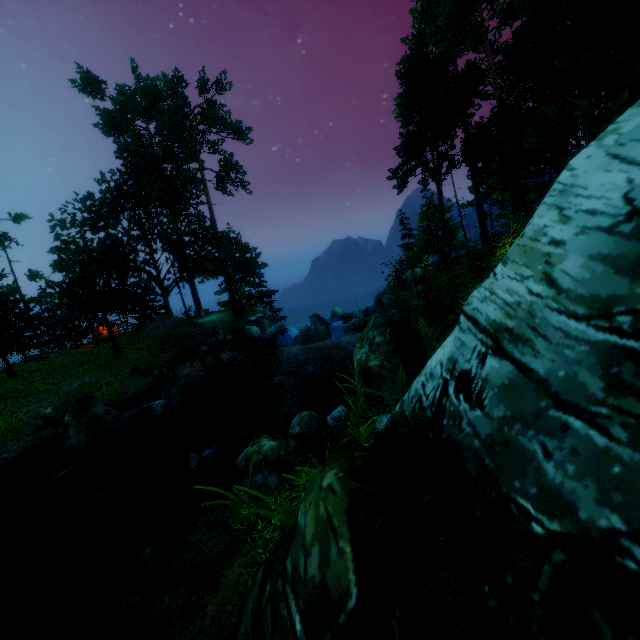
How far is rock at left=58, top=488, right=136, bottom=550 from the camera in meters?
8.8

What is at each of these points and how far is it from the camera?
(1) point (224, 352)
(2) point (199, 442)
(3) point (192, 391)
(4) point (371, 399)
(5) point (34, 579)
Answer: (1) rock, 22.42m
(2) rock, 13.22m
(3) rock, 15.30m
(4) rock, 8.18m
(5) rock, 7.80m

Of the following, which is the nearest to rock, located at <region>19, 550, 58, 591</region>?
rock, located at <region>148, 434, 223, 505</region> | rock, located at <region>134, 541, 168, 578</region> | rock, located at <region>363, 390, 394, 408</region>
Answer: rock, located at <region>148, 434, 223, 505</region>

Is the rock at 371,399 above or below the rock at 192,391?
above

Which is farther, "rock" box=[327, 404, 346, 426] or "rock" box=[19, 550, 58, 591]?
"rock" box=[327, 404, 346, 426]

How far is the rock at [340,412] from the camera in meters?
8.6

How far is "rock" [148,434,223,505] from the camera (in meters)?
8.75

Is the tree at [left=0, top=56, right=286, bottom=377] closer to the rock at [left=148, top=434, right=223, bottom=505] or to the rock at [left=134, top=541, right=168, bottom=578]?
the rock at [left=148, top=434, right=223, bottom=505]
